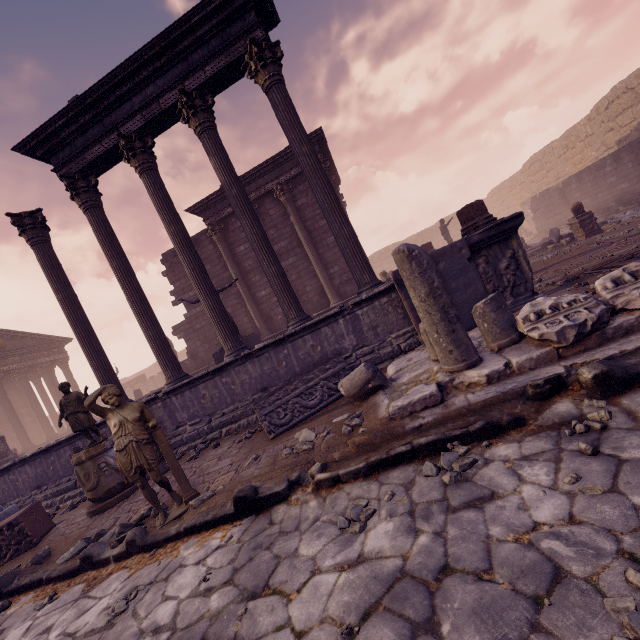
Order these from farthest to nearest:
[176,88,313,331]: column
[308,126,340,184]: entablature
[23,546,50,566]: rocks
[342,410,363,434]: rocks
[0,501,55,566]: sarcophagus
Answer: [308,126,340,184]: entablature, [176,88,313,331]: column, [0,501,55,566]: sarcophagus, [23,546,50,566]: rocks, [342,410,363,434]: rocks

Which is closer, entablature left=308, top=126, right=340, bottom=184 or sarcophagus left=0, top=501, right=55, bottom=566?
sarcophagus left=0, top=501, right=55, bottom=566

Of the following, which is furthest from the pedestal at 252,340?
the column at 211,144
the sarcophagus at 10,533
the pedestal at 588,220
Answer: the pedestal at 588,220

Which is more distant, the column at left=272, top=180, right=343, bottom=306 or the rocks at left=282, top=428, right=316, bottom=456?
the column at left=272, top=180, right=343, bottom=306

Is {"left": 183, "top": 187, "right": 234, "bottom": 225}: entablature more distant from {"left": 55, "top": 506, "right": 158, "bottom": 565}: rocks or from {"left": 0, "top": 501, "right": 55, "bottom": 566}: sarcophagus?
{"left": 55, "top": 506, "right": 158, "bottom": 565}: rocks

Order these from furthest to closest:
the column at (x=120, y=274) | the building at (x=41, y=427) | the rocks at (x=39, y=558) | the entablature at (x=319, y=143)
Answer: the building at (x=41, y=427) < the entablature at (x=319, y=143) < the column at (x=120, y=274) < the rocks at (x=39, y=558)

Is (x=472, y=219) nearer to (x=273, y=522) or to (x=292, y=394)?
(x=292, y=394)

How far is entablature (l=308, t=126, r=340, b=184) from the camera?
12.5 meters
